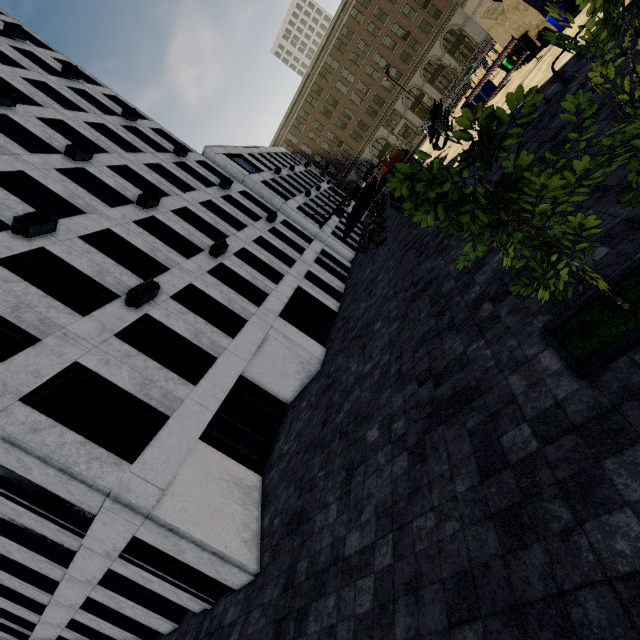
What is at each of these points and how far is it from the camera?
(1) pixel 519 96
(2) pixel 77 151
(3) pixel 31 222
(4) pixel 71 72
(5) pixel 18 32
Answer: (1) tree, 2.5m
(2) air conditioner, 14.7m
(3) air conditioner, 10.2m
(4) air conditioner, 21.2m
(5) air conditioner, 20.9m

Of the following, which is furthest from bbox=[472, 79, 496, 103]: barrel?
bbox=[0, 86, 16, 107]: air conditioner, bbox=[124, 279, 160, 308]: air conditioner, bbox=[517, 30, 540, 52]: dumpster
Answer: Answer: bbox=[0, 86, 16, 107]: air conditioner

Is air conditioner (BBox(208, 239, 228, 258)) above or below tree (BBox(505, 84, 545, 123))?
above

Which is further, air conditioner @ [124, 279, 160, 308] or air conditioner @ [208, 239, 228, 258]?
air conditioner @ [208, 239, 228, 258]

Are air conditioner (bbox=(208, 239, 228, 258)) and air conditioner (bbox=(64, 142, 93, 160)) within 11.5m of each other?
yes

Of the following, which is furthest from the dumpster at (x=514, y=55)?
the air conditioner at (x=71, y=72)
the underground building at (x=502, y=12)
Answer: the air conditioner at (x=71, y=72)

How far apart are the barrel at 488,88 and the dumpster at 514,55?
1.2 meters

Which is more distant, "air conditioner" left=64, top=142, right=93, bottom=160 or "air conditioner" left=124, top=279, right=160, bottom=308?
"air conditioner" left=64, top=142, right=93, bottom=160
